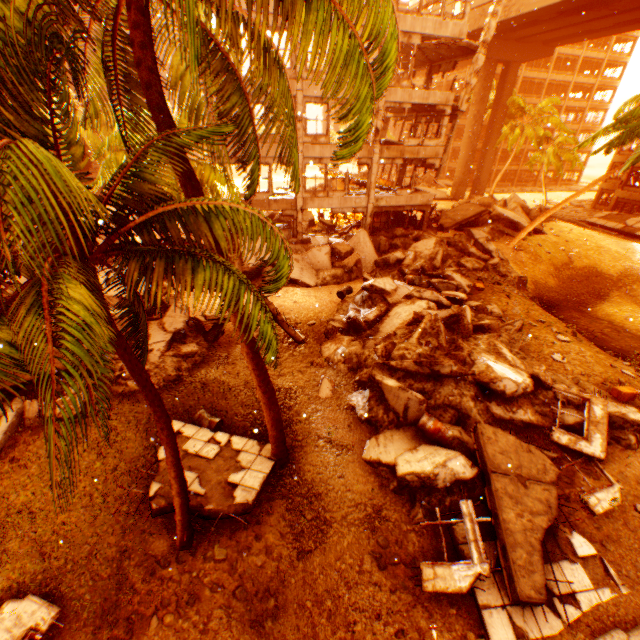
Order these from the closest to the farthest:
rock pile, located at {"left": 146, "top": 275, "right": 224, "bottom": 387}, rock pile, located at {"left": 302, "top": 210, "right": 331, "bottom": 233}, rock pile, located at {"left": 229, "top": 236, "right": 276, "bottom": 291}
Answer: rock pile, located at {"left": 146, "top": 275, "right": 224, "bottom": 387} → rock pile, located at {"left": 229, "top": 236, "right": 276, "bottom": 291} → rock pile, located at {"left": 302, "top": 210, "right": 331, "bottom": 233}

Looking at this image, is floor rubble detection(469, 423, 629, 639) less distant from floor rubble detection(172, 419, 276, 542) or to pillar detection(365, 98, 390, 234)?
floor rubble detection(172, 419, 276, 542)

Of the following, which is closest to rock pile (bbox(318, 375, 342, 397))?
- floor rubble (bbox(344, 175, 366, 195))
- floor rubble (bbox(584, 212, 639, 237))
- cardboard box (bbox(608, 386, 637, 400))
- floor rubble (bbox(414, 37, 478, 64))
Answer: cardboard box (bbox(608, 386, 637, 400))

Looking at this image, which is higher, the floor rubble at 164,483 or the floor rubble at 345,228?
the floor rubble at 345,228

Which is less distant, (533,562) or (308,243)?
(533,562)

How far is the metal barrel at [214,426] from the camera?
10.21m

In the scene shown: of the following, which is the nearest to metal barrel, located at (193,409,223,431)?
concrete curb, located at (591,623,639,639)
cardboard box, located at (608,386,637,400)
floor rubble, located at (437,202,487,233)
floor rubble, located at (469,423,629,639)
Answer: concrete curb, located at (591,623,639,639)

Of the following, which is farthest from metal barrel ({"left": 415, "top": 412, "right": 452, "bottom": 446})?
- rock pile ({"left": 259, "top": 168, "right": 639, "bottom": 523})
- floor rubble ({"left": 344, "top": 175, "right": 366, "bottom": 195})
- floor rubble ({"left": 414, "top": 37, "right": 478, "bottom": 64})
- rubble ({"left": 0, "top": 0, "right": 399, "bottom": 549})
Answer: floor rubble ({"left": 414, "top": 37, "right": 478, "bottom": 64})
